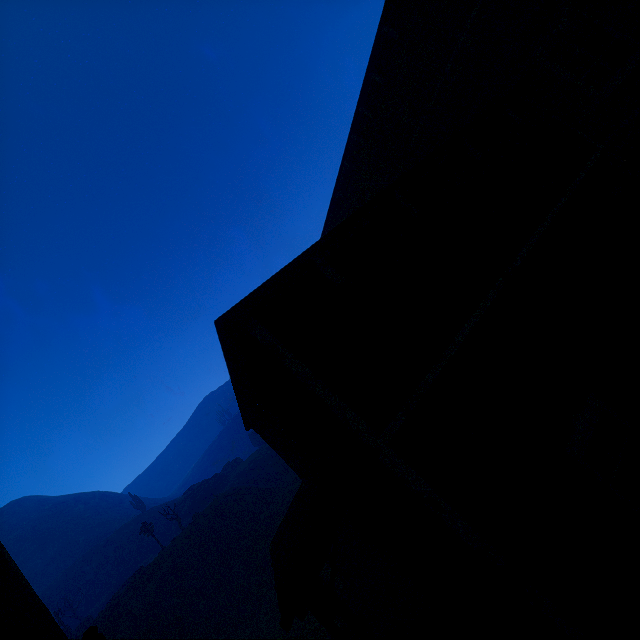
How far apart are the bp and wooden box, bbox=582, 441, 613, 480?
8.2 meters

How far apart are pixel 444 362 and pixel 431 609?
6.61m

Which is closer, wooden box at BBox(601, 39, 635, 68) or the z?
wooden box at BBox(601, 39, 635, 68)

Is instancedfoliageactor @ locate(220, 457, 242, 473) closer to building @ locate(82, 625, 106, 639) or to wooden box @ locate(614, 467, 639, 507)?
building @ locate(82, 625, 106, 639)

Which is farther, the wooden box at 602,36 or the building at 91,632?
the wooden box at 602,36

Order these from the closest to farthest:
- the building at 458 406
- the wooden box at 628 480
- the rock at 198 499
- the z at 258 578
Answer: the building at 458 406, the wooden box at 628 480, the z at 258 578, the rock at 198 499

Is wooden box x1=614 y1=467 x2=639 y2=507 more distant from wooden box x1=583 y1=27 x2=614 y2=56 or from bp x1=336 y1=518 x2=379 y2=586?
bp x1=336 y1=518 x2=379 y2=586

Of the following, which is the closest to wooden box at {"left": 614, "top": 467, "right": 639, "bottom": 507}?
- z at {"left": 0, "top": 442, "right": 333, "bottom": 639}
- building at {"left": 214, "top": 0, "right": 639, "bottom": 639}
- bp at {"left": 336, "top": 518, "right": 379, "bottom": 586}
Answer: building at {"left": 214, "top": 0, "right": 639, "bottom": 639}
